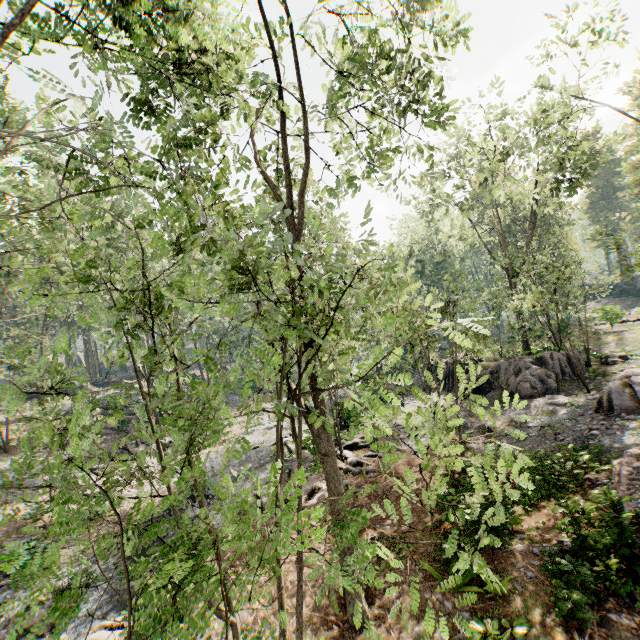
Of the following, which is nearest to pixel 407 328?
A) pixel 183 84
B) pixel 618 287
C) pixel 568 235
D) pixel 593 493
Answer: pixel 593 493

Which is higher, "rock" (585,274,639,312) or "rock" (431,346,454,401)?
"rock" (585,274,639,312)

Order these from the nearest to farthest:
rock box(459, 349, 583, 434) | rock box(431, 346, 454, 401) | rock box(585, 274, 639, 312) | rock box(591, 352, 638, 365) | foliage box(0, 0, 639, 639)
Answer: foliage box(0, 0, 639, 639) < rock box(459, 349, 583, 434) < rock box(591, 352, 638, 365) < rock box(431, 346, 454, 401) < rock box(585, 274, 639, 312)

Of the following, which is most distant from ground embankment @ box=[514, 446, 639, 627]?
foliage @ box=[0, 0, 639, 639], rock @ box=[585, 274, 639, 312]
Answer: rock @ box=[585, 274, 639, 312]

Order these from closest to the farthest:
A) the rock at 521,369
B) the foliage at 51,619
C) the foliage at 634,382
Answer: the foliage at 51,619, the foliage at 634,382, the rock at 521,369

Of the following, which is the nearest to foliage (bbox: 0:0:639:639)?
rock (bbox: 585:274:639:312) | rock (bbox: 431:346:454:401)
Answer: rock (bbox: 431:346:454:401)

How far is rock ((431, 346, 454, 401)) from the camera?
26.1m

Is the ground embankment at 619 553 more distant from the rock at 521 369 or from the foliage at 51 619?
the rock at 521 369
